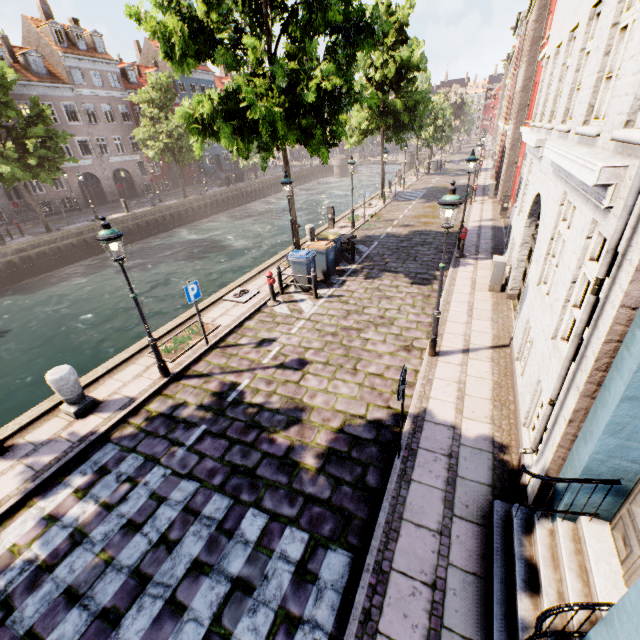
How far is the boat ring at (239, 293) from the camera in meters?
11.4 m

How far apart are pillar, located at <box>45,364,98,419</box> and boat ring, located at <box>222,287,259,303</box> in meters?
5.2 m

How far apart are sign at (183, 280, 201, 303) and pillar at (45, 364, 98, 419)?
2.75m

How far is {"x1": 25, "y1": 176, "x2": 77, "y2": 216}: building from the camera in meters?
30.6 m

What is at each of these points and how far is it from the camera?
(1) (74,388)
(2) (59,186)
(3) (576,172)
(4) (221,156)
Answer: (1) pillar, 6.8m
(2) building, 32.0m
(3) building, 3.9m
(4) building, 50.9m

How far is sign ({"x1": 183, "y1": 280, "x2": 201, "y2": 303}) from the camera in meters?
8.1 m

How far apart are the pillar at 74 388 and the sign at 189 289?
2.75m

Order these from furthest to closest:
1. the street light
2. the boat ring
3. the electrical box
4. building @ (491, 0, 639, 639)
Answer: the boat ring → the electrical box → the street light → building @ (491, 0, 639, 639)
